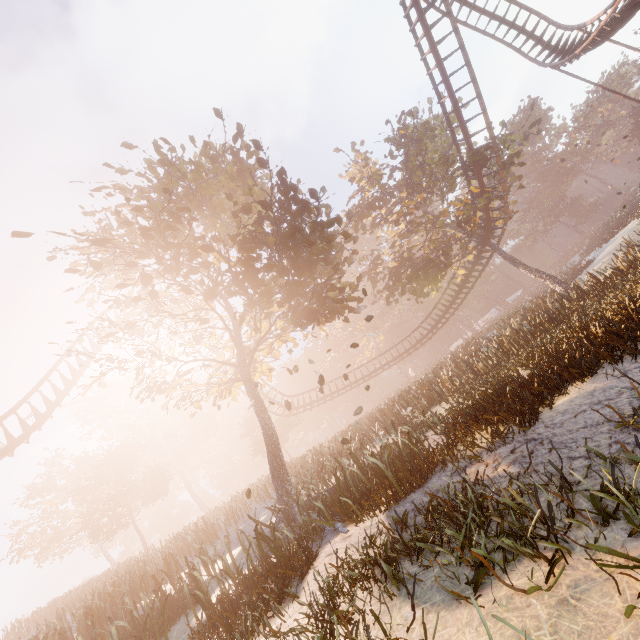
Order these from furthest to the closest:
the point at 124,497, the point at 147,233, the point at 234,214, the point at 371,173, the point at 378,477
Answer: the point at 124,497 → the point at 371,173 → the point at 234,214 → the point at 147,233 → the point at 378,477

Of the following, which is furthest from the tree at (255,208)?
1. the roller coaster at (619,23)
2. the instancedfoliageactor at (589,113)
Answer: the instancedfoliageactor at (589,113)

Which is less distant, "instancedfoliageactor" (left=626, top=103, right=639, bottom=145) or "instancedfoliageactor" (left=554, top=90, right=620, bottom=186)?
"instancedfoliageactor" (left=626, top=103, right=639, bottom=145)

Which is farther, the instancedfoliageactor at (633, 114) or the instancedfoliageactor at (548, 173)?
the instancedfoliageactor at (548, 173)

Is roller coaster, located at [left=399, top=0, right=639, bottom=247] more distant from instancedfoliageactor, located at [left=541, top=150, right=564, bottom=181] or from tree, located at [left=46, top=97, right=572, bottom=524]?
instancedfoliageactor, located at [left=541, top=150, right=564, bottom=181]

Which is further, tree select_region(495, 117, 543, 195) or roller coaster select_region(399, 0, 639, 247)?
tree select_region(495, 117, 543, 195)
